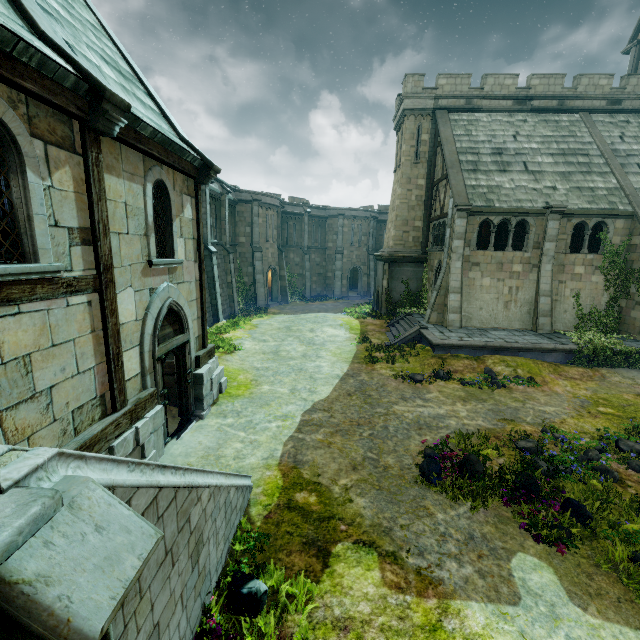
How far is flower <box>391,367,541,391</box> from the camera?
12.9 meters

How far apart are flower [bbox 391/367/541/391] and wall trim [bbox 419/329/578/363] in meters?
1.2

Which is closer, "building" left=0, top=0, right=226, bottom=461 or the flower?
"building" left=0, top=0, right=226, bottom=461

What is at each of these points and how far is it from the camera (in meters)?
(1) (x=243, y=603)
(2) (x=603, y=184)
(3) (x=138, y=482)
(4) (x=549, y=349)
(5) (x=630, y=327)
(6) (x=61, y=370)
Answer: (1) plant, 4.50
(2) building, 18.11
(3) stair, 2.89
(4) wall trim, 15.10
(5) building, 17.19
(6) building, 5.16

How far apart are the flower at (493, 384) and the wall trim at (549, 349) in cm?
118

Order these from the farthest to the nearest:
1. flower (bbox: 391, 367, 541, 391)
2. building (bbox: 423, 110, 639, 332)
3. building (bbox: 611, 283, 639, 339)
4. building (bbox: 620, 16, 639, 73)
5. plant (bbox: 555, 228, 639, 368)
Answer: building (bbox: 620, 16, 639, 73), building (bbox: 423, 110, 639, 332), building (bbox: 611, 283, 639, 339), plant (bbox: 555, 228, 639, 368), flower (bbox: 391, 367, 541, 391)

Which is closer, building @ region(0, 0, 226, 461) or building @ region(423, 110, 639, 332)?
building @ region(0, 0, 226, 461)

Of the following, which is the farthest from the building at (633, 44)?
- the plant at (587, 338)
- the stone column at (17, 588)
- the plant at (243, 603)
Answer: the stone column at (17, 588)
